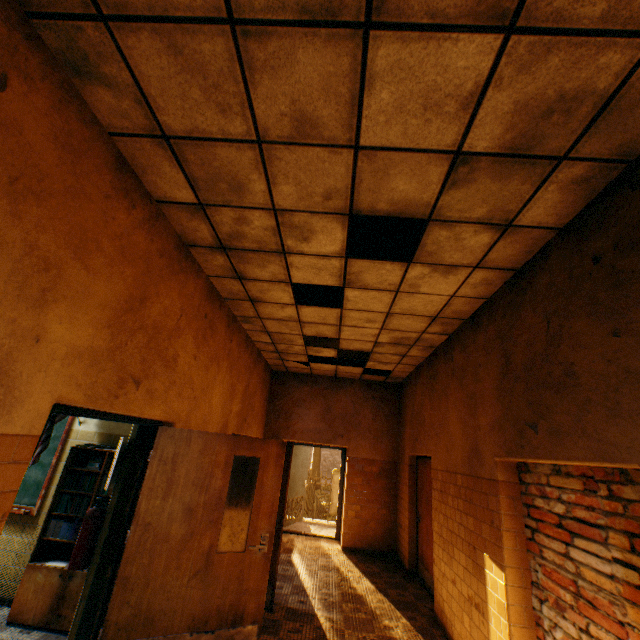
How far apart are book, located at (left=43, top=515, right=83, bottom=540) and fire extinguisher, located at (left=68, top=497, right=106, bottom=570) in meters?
0.5 m

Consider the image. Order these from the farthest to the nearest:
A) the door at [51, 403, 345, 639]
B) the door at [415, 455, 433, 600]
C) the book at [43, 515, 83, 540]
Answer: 1. the door at [415, 455, 433, 600]
2. the book at [43, 515, 83, 540]
3. the door at [51, 403, 345, 639]

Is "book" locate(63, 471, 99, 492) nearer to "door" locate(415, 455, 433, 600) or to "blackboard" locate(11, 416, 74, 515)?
"blackboard" locate(11, 416, 74, 515)

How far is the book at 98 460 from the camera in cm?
406

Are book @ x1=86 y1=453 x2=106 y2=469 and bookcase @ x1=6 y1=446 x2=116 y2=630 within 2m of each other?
yes

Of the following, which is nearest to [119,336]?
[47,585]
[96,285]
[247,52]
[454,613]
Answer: [96,285]

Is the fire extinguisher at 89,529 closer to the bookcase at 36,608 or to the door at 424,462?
the bookcase at 36,608

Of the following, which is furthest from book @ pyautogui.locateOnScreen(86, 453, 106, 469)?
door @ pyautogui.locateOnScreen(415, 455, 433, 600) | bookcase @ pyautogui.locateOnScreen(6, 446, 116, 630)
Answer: door @ pyautogui.locateOnScreen(415, 455, 433, 600)
